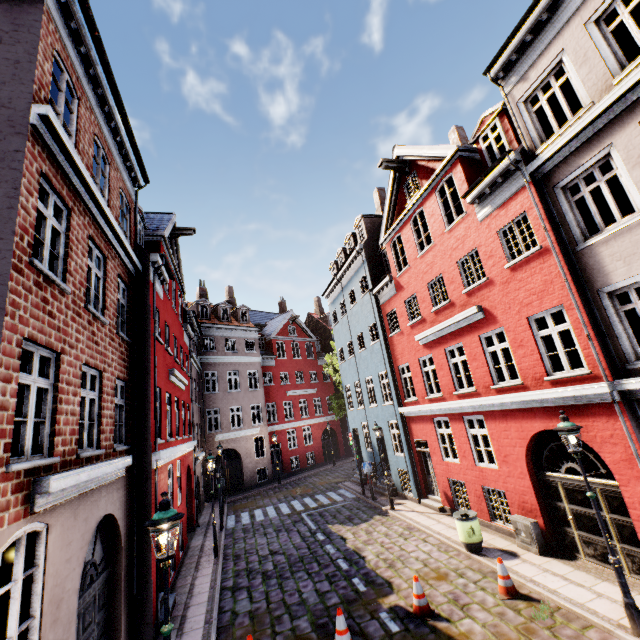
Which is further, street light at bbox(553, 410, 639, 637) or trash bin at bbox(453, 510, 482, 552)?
trash bin at bbox(453, 510, 482, 552)

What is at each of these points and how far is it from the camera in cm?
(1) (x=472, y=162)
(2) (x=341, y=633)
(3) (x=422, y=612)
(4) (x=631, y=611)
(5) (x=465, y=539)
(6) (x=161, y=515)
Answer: (1) building, 1161
(2) traffic cone, 679
(3) traffic cone, 745
(4) street light, 591
(5) trash bin, 989
(6) street light, 454

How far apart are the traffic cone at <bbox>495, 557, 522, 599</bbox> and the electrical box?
1.69m

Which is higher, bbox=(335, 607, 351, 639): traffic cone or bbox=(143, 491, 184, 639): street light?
bbox=(143, 491, 184, 639): street light

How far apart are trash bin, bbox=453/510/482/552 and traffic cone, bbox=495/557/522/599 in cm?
169

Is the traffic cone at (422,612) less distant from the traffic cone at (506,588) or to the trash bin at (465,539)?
the traffic cone at (506,588)

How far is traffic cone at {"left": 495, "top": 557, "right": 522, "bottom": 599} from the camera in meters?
7.6

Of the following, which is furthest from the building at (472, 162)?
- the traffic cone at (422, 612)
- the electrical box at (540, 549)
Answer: the traffic cone at (422, 612)
